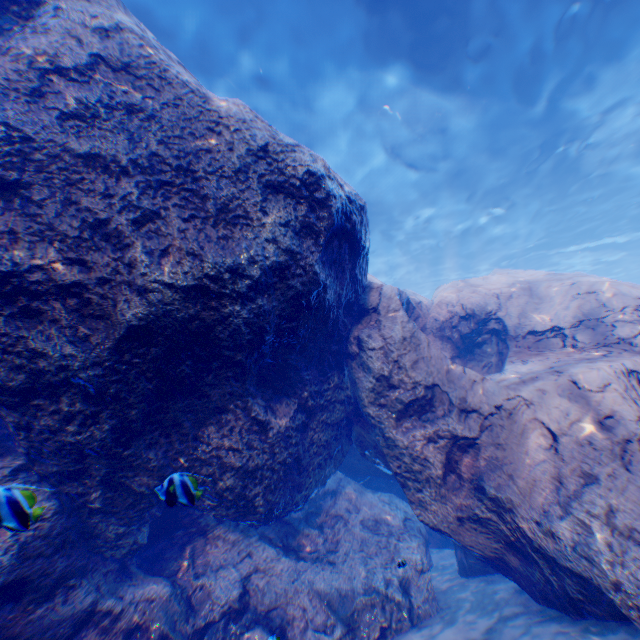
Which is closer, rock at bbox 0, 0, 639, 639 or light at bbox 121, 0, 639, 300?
rock at bbox 0, 0, 639, 639

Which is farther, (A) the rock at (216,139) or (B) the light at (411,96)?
(B) the light at (411,96)

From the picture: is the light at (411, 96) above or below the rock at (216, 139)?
above

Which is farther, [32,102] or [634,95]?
[634,95]

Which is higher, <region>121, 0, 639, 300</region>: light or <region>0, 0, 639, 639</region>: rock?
<region>121, 0, 639, 300</region>: light
